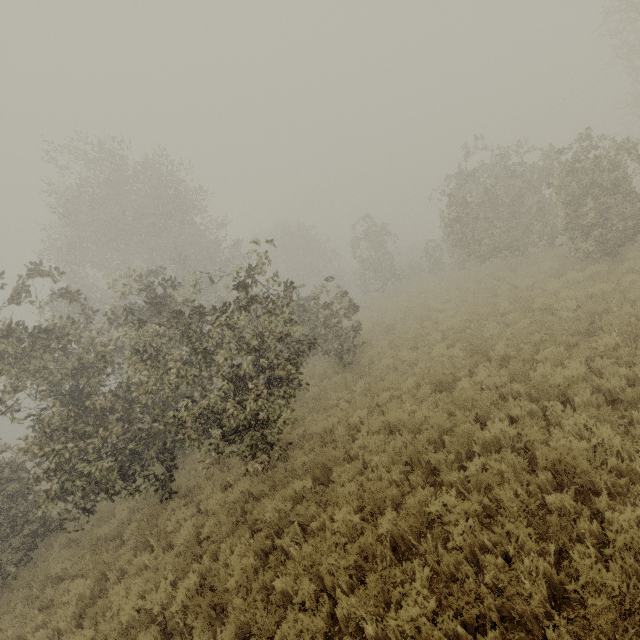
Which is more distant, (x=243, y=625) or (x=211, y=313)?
(x=211, y=313)
